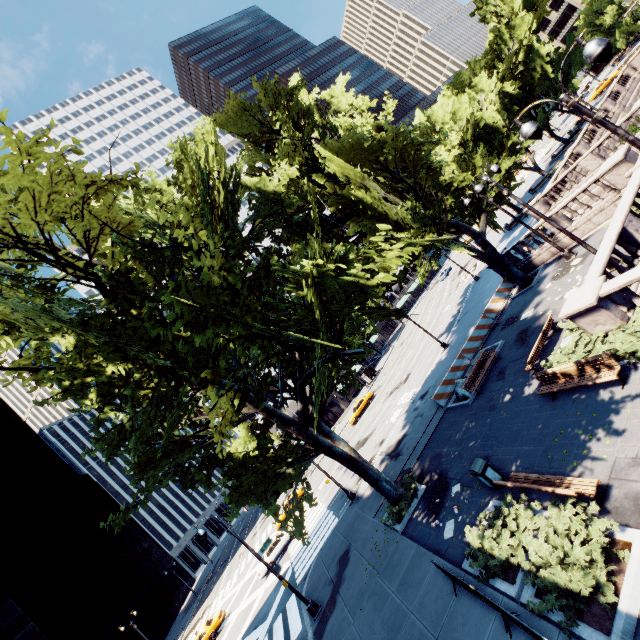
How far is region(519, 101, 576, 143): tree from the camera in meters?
Result: 44.8 m

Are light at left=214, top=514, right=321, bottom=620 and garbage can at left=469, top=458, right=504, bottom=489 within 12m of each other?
yes

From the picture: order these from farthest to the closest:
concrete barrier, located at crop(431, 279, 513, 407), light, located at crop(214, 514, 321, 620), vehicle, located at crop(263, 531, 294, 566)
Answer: vehicle, located at crop(263, 531, 294, 566) → concrete barrier, located at crop(431, 279, 513, 407) → light, located at crop(214, 514, 321, 620)

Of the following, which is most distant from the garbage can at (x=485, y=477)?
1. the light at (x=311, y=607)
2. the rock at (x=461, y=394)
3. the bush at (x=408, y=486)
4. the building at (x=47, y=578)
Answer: the building at (x=47, y=578)

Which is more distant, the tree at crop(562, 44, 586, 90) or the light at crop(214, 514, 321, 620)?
the tree at crop(562, 44, 586, 90)

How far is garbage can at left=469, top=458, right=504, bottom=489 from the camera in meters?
11.2

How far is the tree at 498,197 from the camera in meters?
21.6 m

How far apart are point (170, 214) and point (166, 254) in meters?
4.1 m
